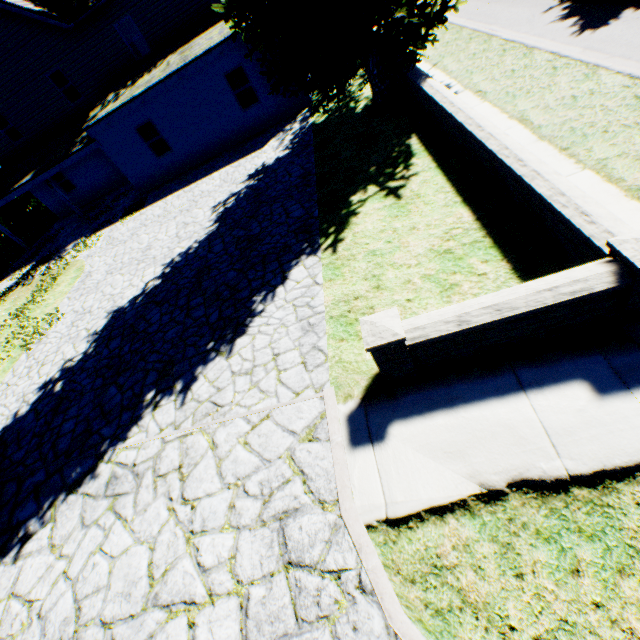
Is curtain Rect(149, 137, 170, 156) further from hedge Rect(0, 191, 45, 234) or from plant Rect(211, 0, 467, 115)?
hedge Rect(0, 191, 45, 234)

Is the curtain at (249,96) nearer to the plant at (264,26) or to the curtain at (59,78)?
the plant at (264,26)

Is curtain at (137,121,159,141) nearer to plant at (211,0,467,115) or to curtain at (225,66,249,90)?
curtain at (225,66,249,90)

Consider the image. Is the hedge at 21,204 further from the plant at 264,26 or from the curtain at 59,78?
the curtain at 59,78

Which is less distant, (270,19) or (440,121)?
(440,121)

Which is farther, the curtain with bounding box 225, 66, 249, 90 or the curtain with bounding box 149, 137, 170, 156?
the curtain with bounding box 149, 137, 170, 156

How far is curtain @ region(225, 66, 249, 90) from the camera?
13.9m

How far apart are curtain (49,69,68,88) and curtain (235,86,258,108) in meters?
10.5
